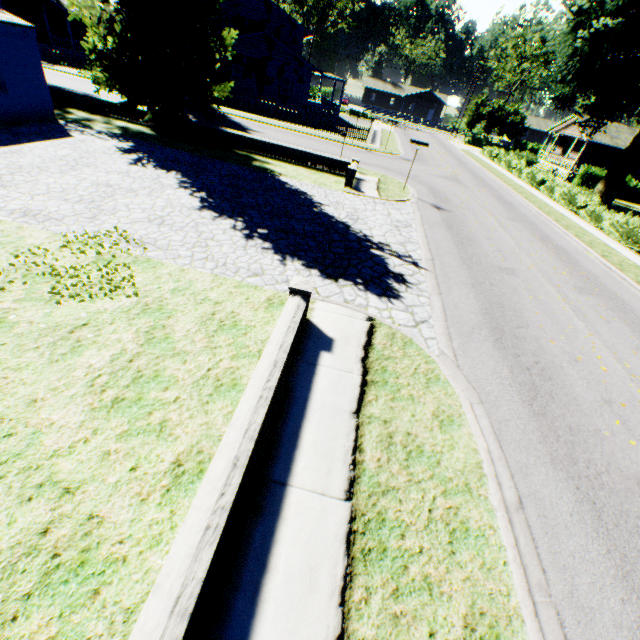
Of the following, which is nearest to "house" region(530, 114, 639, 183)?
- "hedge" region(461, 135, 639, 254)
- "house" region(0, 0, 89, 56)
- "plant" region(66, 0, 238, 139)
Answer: "plant" region(66, 0, 238, 139)

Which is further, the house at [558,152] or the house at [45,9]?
the house at [558,152]

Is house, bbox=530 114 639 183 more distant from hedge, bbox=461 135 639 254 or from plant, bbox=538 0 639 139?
hedge, bbox=461 135 639 254

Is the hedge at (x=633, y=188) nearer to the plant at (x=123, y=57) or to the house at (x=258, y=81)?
the plant at (x=123, y=57)

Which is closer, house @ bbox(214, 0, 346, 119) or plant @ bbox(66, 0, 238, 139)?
plant @ bbox(66, 0, 238, 139)

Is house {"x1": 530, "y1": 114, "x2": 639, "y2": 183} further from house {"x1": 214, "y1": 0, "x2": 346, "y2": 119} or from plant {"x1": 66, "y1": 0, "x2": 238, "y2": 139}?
house {"x1": 214, "y1": 0, "x2": 346, "y2": 119}

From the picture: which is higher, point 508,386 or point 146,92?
point 146,92

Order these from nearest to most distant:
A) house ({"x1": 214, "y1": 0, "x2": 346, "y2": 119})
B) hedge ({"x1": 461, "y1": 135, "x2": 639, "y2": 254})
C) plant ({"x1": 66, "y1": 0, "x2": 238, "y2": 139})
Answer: plant ({"x1": 66, "y1": 0, "x2": 238, "y2": 139}) → hedge ({"x1": 461, "y1": 135, "x2": 639, "y2": 254}) → house ({"x1": 214, "y1": 0, "x2": 346, "y2": 119})
